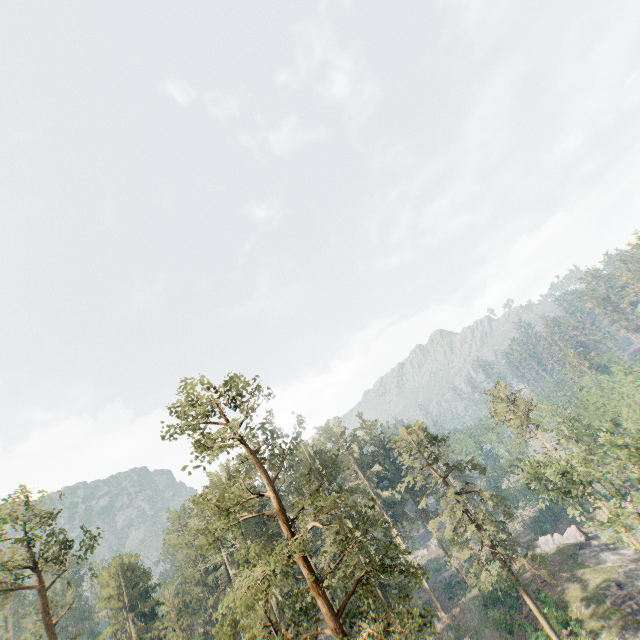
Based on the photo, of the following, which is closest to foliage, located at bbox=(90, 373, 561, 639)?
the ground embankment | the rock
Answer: the rock

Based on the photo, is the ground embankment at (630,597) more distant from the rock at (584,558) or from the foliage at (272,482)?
the foliage at (272,482)

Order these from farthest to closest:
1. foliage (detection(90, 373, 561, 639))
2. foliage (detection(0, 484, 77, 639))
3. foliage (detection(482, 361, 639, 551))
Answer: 1. foliage (detection(482, 361, 639, 551))
2. foliage (detection(0, 484, 77, 639))
3. foliage (detection(90, 373, 561, 639))

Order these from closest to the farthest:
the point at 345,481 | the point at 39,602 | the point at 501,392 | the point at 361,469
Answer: the point at 39,602
the point at 501,392
the point at 345,481
the point at 361,469
